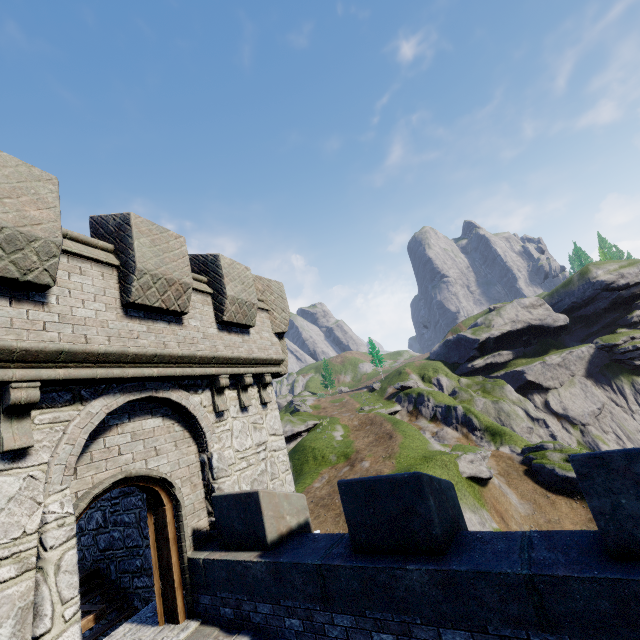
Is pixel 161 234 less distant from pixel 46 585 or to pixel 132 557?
pixel 46 585
